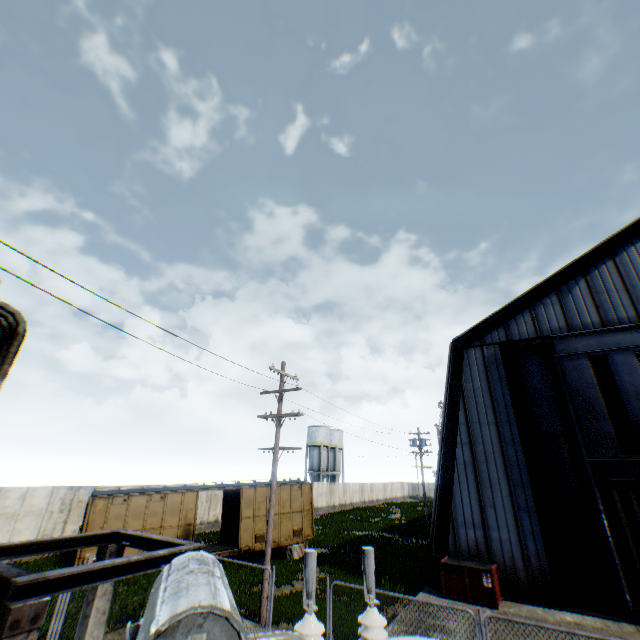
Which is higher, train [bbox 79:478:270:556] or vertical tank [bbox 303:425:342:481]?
vertical tank [bbox 303:425:342:481]

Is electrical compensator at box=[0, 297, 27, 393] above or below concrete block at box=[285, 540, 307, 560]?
above

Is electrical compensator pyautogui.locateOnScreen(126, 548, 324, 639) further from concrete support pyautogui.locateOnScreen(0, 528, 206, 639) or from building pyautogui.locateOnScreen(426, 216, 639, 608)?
building pyautogui.locateOnScreen(426, 216, 639, 608)

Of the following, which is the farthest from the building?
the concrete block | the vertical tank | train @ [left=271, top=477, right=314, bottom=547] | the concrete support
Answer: the vertical tank

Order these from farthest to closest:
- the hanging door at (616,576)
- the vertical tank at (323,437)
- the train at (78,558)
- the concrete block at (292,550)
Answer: the vertical tank at (323,437) < the concrete block at (292,550) < the train at (78,558) < the hanging door at (616,576)

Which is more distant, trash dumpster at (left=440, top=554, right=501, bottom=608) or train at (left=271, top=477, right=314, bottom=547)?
train at (left=271, top=477, right=314, bottom=547)

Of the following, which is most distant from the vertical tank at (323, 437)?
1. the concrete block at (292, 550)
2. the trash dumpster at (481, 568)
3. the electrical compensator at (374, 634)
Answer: the electrical compensator at (374, 634)

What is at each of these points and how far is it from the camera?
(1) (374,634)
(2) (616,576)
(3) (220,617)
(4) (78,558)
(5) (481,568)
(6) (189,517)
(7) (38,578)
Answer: (1) electrical compensator, 3.4 meters
(2) hanging door, 11.9 meters
(3) electrical compensator, 2.3 meters
(4) train, 14.5 meters
(5) trash dumpster, 12.2 meters
(6) train, 17.6 meters
(7) concrete support, 3.4 meters
